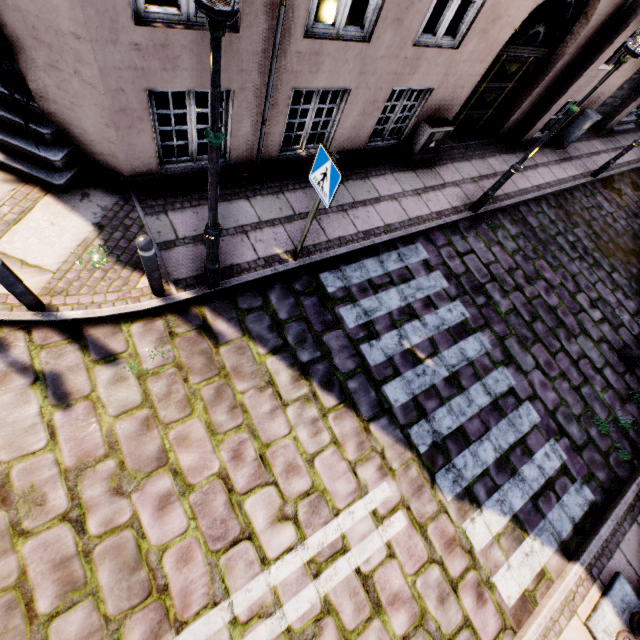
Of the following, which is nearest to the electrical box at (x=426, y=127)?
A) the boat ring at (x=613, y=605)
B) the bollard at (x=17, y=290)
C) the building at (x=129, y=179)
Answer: the building at (x=129, y=179)

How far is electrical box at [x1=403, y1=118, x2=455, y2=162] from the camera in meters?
6.7

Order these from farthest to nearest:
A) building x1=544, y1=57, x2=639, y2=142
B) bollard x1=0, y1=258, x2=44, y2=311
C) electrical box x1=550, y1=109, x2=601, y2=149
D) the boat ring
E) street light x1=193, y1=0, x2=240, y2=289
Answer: electrical box x1=550, y1=109, x2=601, y2=149, building x1=544, y1=57, x2=639, y2=142, the boat ring, bollard x1=0, y1=258, x2=44, y2=311, street light x1=193, y1=0, x2=240, y2=289

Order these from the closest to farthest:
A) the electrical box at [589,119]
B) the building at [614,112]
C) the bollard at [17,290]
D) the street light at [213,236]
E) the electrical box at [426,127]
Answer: the street light at [213,236], the bollard at [17,290], the electrical box at [426,127], the building at [614,112], the electrical box at [589,119]

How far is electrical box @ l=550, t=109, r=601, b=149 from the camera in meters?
9.1

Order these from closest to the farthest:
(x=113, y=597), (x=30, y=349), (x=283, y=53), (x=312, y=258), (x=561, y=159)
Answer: (x=113, y=597) < (x=30, y=349) < (x=283, y=53) < (x=312, y=258) < (x=561, y=159)

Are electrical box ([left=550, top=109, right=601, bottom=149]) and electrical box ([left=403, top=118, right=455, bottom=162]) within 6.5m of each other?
yes

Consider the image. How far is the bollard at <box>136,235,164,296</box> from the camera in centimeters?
335cm
